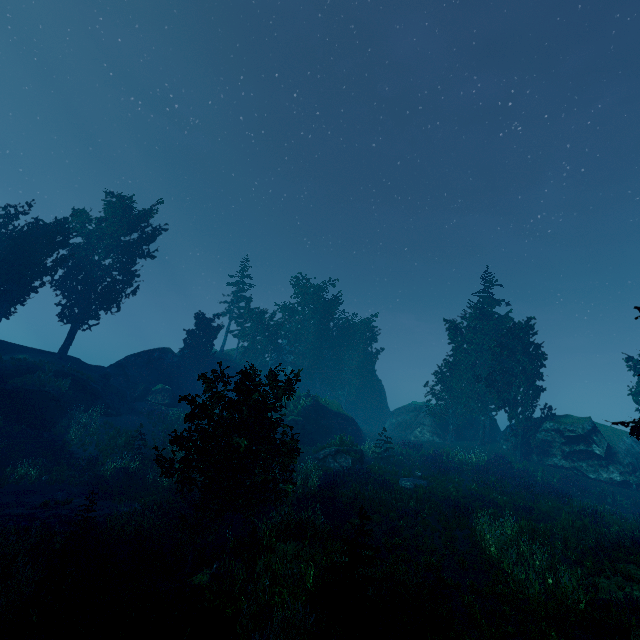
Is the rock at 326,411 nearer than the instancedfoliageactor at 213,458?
No

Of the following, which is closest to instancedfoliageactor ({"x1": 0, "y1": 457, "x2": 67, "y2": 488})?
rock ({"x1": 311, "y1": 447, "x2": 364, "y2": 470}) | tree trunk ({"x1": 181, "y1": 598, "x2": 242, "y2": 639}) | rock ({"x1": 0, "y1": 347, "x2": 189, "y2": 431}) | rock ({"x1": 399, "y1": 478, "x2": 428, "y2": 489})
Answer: rock ({"x1": 0, "y1": 347, "x2": 189, "y2": 431})

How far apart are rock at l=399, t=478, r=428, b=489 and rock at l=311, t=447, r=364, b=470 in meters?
3.5

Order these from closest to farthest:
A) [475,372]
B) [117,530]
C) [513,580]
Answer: [513,580]
[117,530]
[475,372]

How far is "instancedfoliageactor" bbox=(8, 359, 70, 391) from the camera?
24.0m

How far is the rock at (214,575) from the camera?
9.3m

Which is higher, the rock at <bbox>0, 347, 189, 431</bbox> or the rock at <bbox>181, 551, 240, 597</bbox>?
the rock at <bbox>0, 347, 189, 431</bbox>

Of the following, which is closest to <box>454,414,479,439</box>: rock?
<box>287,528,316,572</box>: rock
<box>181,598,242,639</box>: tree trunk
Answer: <box>287,528,316,572</box>: rock
